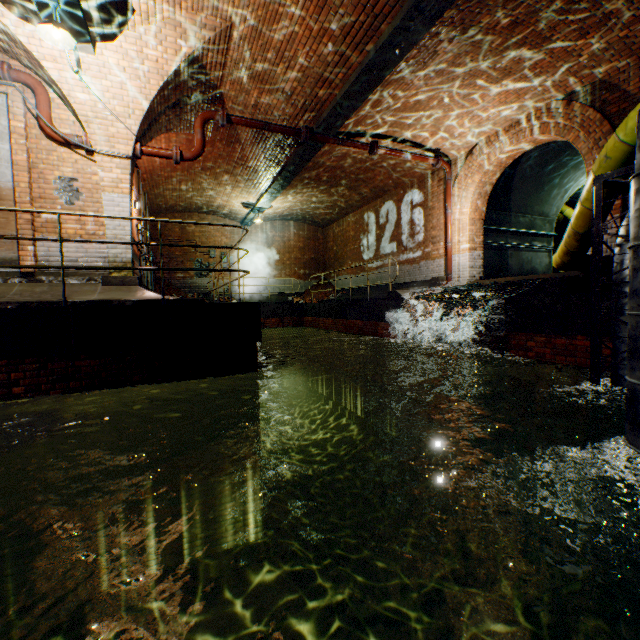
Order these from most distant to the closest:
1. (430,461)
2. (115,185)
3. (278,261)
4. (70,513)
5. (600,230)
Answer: (278,261) → (430,461) → (115,185) → (70,513) → (600,230)

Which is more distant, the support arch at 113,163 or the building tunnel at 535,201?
the building tunnel at 535,201

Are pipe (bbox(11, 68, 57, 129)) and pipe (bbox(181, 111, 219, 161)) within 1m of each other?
no

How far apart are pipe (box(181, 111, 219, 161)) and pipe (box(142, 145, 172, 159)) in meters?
0.2 m

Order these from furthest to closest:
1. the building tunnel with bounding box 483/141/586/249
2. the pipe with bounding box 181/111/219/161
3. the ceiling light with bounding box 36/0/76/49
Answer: the building tunnel with bounding box 483/141/586/249, the pipe with bounding box 181/111/219/161, the ceiling light with bounding box 36/0/76/49

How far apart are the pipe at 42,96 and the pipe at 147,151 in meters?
1.0 m

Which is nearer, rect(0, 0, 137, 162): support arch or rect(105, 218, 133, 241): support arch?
rect(0, 0, 137, 162): support arch

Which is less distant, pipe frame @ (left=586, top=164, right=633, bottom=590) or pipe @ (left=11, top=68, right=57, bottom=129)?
pipe frame @ (left=586, top=164, right=633, bottom=590)
